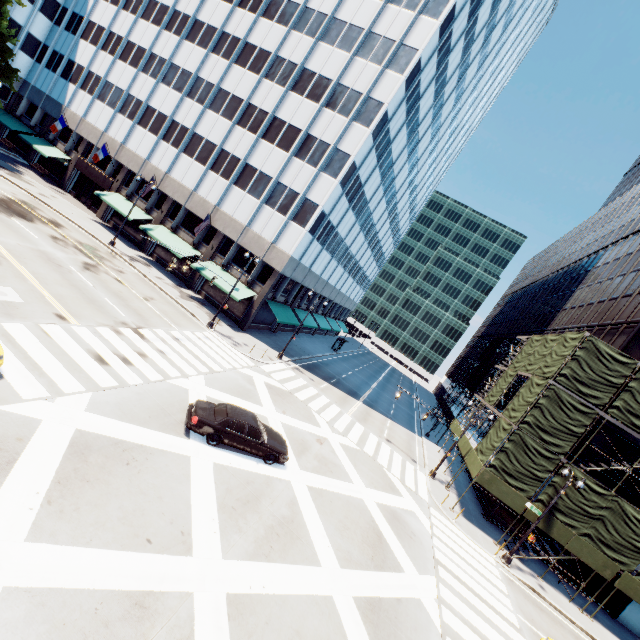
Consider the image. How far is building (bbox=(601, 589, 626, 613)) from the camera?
23.5 meters

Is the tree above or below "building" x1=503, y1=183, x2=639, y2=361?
below

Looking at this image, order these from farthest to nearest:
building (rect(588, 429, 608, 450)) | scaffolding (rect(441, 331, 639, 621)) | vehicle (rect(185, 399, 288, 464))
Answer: building (rect(588, 429, 608, 450))
scaffolding (rect(441, 331, 639, 621))
vehicle (rect(185, 399, 288, 464))

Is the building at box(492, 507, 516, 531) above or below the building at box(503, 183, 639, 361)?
below

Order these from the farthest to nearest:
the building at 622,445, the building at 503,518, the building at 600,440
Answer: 1. the building at 503,518
2. the building at 600,440
3. the building at 622,445

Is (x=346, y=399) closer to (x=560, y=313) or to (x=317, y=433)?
(x=317, y=433)

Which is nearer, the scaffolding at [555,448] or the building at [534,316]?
the scaffolding at [555,448]

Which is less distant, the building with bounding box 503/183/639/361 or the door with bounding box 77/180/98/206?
the building with bounding box 503/183/639/361
